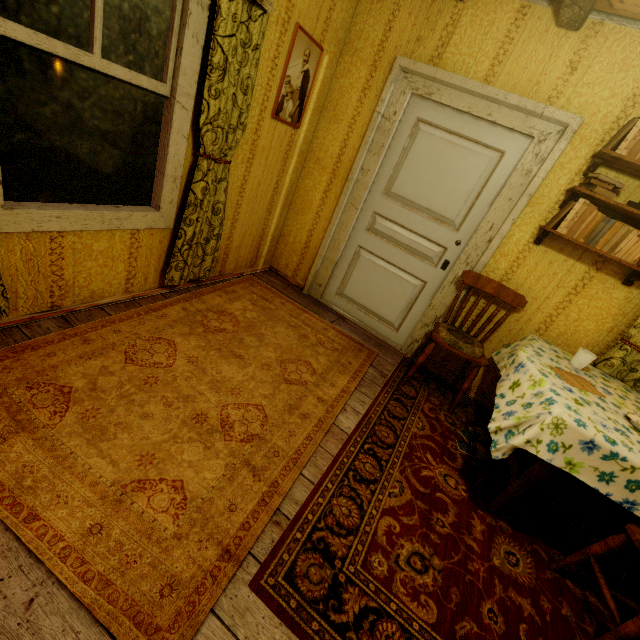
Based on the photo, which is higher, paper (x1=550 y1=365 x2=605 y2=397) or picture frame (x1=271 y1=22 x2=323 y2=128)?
picture frame (x1=271 y1=22 x2=323 y2=128)

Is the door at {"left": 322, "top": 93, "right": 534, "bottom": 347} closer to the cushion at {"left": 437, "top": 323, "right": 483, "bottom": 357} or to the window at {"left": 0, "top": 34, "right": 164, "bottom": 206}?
the cushion at {"left": 437, "top": 323, "right": 483, "bottom": 357}

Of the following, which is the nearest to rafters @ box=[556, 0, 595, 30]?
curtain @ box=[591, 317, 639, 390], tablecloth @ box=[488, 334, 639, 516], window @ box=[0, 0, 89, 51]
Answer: curtain @ box=[591, 317, 639, 390]

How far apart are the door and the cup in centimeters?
121cm

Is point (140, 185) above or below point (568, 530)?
above

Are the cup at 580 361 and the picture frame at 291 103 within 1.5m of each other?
no

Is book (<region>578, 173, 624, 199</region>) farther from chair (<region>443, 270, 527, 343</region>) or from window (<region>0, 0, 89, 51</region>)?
window (<region>0, 0, 89, 51</region>)

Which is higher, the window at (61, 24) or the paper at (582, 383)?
the window at (61, 24)
